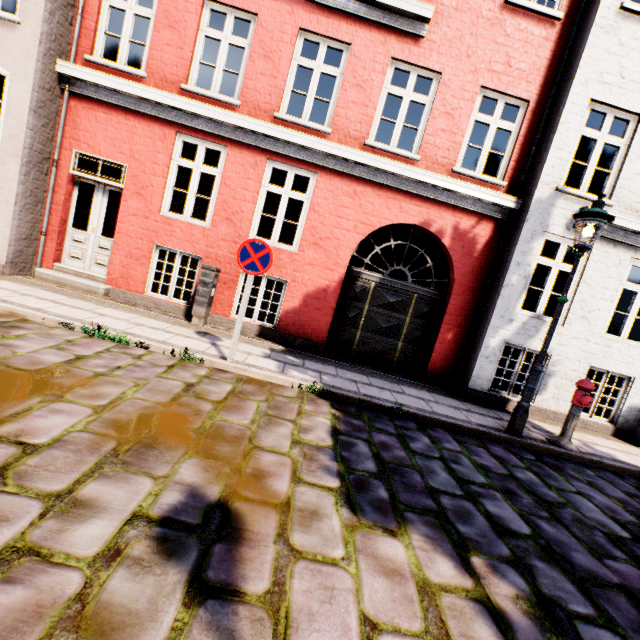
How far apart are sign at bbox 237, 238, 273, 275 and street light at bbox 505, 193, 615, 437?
4.5m

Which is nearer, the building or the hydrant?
the hydrant

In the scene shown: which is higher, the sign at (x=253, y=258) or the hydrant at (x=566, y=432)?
the sign at (x=253, y=258)

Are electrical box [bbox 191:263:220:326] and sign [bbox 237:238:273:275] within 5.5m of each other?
yes

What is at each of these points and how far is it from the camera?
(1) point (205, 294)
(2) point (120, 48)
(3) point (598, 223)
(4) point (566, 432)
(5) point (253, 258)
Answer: (1) electrical box, 6.6m
(2) building, 6.7m
(3) street light, 4.7m
(4) hydrant, 5.5m
(5) sign, 4.8m

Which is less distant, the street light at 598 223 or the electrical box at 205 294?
the street light at 598 223

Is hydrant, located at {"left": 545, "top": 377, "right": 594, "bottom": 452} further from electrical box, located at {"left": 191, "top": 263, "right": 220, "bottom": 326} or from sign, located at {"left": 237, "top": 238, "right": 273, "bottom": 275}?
electrical box, located at {"left": 191, "top": 263, "right": 220, "bottom": 326}

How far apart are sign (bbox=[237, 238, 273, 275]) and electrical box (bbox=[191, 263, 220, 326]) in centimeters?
203cm
